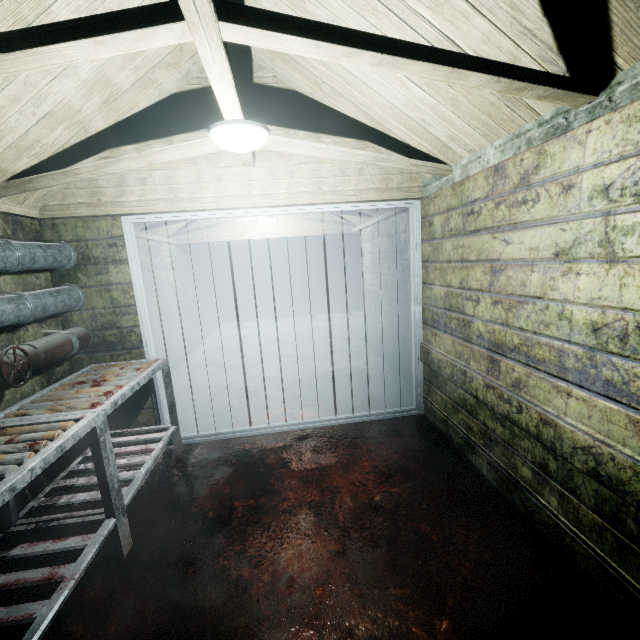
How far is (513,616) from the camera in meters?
1.4 m

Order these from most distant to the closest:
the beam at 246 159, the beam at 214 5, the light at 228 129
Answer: the beam at 246 159 < the light at 228 129 < the beam at 214 5

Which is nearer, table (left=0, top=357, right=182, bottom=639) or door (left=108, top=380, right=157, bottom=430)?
table (left=0, top=357, right=182, bottom=639)

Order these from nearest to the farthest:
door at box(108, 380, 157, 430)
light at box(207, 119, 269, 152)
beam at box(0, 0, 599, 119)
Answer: beam at box(0, 0, 599, 119)
light at box(207, 119, 269, 152)
door at box(108, 380, 157, 430)

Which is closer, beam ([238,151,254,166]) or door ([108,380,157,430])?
beam ([238,151,254,166])

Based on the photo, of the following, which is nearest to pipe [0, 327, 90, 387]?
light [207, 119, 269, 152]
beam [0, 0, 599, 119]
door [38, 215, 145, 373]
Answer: door [38, 215, 145, 373]

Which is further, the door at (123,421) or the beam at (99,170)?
the door at (123,421)

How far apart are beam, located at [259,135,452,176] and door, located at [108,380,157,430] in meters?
0.4 m
